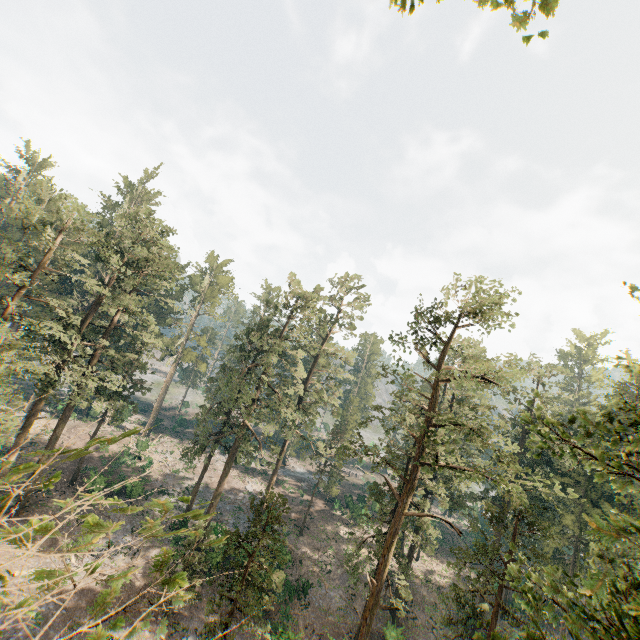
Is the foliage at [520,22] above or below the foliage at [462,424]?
above

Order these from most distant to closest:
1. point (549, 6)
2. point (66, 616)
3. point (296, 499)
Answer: point (296, 499), point (66, 616), point (549, 6)

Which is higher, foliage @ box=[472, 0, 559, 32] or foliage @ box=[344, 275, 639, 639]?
foliage @ box=[472, 0, 559, 32]

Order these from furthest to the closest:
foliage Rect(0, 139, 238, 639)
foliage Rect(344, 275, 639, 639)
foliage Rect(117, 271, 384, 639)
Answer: foliage Rect(344, 275, 639, 639) → foliage Rect(117, 271, 384, 639) → foliage Rect(0, 139, 238, 639)

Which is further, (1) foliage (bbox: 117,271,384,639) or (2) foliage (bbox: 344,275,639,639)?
(2) foliage (bbox: 344,275,639,639)

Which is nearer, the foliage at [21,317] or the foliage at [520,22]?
the foliage at [21,317]
